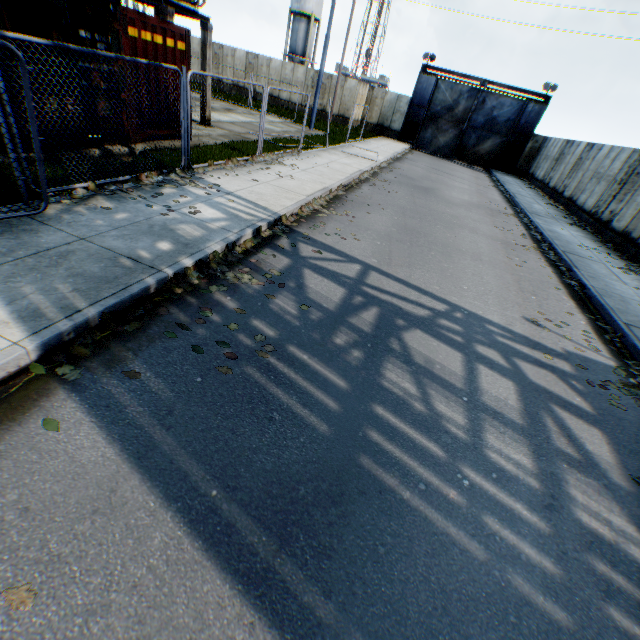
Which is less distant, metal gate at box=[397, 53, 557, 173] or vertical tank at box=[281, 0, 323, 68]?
metal gate at box=[397, 53, 557, 173]

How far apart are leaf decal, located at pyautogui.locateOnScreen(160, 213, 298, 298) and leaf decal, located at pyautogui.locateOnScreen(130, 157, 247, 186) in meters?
1.7

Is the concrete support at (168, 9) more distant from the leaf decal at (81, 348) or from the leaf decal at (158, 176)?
the leaf decal at (81, 348)

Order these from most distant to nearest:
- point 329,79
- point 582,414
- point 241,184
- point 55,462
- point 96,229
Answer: point 329,79 < point 241,184 < point 96,229 < point 582,414 < point 55,462

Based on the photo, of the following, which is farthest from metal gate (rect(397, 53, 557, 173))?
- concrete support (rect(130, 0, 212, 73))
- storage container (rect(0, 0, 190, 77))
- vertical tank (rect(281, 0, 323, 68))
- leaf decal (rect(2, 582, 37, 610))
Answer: leaf decal (rect(2, 582, 37, 610))

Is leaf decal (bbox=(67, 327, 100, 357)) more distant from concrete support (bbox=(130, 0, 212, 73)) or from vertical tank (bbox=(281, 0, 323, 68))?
vertical tank (bbox=(281, 0, 323, 68))

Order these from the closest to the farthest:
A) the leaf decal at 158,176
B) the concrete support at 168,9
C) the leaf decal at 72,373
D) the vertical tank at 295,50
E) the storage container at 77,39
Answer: the leaf decal at 72,373 < the storage container at 77,39 < the leaf decal at 158,176 < the concrete support at 168,9 < the vertical tank at 295,50

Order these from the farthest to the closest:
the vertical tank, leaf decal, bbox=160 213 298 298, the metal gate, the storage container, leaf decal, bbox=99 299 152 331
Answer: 1. the vertical tank
2. the metal gate
3. the storage container
4. leaf decal, bbox=160 213 298 298
5. leaf decal, bbox=99 299 152 331
